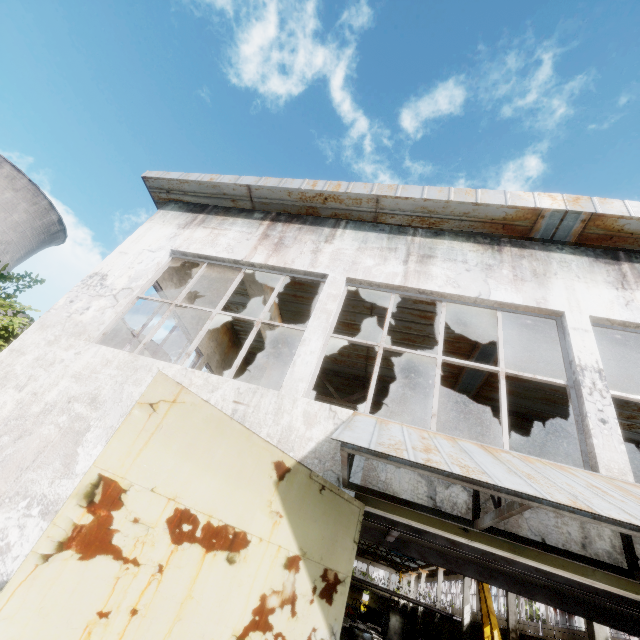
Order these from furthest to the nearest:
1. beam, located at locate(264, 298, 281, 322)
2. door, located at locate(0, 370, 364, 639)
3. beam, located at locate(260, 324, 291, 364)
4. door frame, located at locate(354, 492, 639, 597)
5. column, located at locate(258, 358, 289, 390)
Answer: column, located at locate(258, 358, 289, 390) < beam, located at locate(260, 324, 291, 364) < beam, located at locate(264, 298, 281, 322) < door frame, located at locate(354, 492, 639, 597) < door, located at locate(0, 370, 364, 639)

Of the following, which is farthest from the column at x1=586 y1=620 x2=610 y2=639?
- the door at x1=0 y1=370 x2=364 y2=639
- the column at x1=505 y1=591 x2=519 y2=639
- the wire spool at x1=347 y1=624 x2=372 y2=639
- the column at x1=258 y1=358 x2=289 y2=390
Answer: the wire spool at x1=347 y1=624 x2=372 y2=639

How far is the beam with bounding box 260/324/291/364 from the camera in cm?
894

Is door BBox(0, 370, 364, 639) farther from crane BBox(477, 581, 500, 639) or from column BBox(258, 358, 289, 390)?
crane BBox(477, 581, 500, 639)

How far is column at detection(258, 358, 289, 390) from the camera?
9.7 meters

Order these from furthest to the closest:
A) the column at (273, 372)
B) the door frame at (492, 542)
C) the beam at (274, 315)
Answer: the column at (273, 372), the beam at (274, 315), the door frame at (492, 542)

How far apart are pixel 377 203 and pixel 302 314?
4.9 meters

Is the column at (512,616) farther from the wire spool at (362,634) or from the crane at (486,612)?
the wire spool at (362,634)
